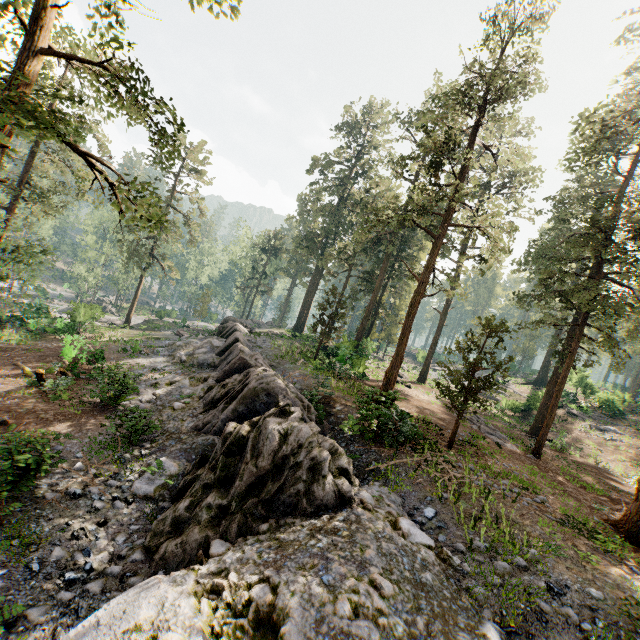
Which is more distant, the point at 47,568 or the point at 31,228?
the point at 31,228

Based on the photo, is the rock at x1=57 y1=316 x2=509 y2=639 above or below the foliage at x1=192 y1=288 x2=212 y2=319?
below

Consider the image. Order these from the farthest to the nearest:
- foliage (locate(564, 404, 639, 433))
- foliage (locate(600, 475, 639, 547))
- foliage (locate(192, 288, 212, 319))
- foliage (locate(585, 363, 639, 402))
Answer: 1. foliage (locate(192, 288, 212, 319))
2. foliage (locate(585, 363, 639, 402))
3. foliage (locate(564, 404, 639, 433))
4. foliage (locate(600, 475, 639, 547))

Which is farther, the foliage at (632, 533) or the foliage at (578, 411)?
the foliage at (578, 411)

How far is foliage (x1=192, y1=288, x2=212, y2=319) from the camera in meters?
51.8

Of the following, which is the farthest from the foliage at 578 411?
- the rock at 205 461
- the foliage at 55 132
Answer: the rock at 205 461

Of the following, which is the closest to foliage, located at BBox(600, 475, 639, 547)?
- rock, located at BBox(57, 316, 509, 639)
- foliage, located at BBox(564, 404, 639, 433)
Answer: rock, located at BBox(57, 316, 509, 639)

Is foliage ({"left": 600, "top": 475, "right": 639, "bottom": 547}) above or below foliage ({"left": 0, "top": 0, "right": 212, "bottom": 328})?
below
